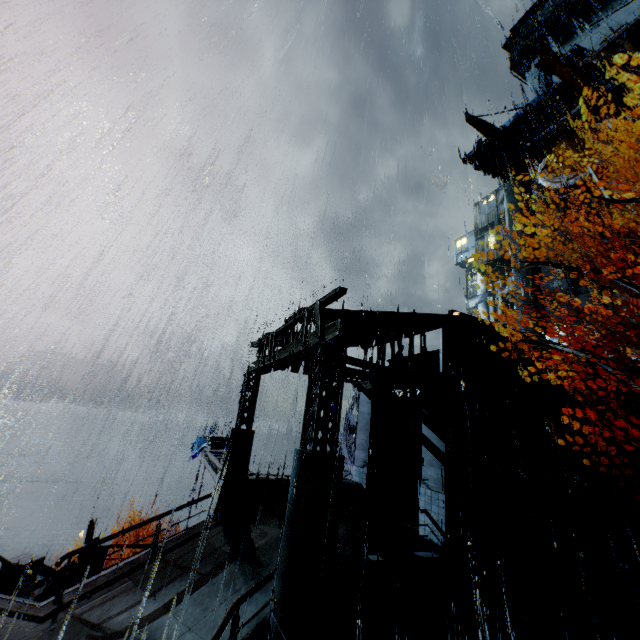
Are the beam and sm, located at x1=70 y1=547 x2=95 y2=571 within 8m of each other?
yes

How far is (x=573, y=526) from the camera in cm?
1267

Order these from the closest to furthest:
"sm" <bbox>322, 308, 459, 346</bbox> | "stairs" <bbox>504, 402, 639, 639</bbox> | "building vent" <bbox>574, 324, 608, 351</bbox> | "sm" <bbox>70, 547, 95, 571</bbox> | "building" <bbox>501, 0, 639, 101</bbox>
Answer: "stairs" <bbox>504, 402, 639, 639</bbox> → "sm" <bbox>322, 308, 459, 346</bbox> → "sm" <bbox>70, 547, 95, 571</bbox> → "building vent" <bbox>574, 324, 608, 351</bbox> → "building" <bbox>501, 0, 639, 101</bbox>

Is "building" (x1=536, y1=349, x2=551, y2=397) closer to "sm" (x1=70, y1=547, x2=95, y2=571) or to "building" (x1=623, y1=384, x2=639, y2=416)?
"sm" (x1=70, y1=547, x2=95, y2=571)

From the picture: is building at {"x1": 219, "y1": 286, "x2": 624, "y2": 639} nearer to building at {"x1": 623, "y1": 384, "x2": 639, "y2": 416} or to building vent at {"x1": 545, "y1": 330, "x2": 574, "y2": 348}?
building vent at {"x1": 545, "y1": 330, "x2": 574, "y2": 348}

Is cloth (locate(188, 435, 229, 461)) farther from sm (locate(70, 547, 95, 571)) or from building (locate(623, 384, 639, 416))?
building (locate(623, 384, 639, 416))

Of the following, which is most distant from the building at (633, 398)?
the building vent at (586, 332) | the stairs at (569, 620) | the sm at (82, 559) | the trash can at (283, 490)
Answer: the sm at (82, 559)

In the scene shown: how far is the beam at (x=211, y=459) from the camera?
15.0 meters
